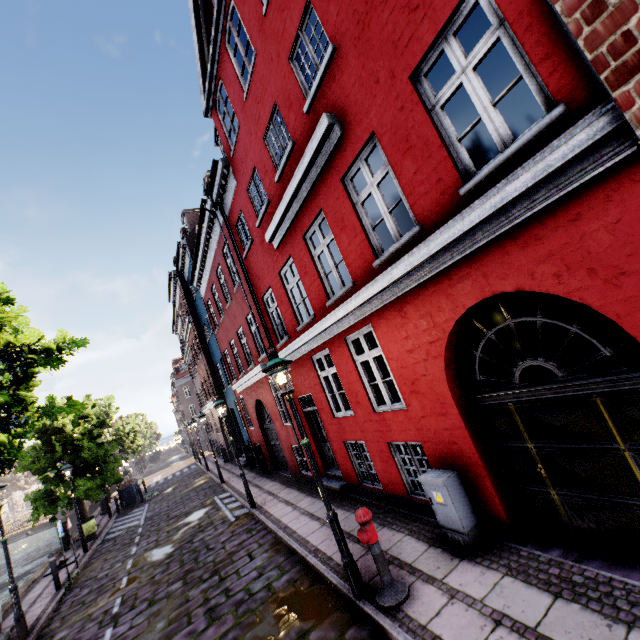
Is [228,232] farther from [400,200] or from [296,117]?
[400,200]

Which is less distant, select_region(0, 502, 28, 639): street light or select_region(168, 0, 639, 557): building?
select_region(168, 0, 639, 557): building

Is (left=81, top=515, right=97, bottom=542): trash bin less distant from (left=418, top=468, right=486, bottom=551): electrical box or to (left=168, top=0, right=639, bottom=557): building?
(left=168, top=0, right=639, bottom=557): building

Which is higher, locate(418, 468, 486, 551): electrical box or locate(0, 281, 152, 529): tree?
locate(0, 281, 152, 529): tree

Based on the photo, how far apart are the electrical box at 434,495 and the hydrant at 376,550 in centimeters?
104cm

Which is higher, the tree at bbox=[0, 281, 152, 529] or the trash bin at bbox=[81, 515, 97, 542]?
the tree at bbox=[0, 281, 152, 529]

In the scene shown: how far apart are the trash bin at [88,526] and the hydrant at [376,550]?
17.4m

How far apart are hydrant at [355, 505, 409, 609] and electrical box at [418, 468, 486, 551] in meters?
1.0 m
